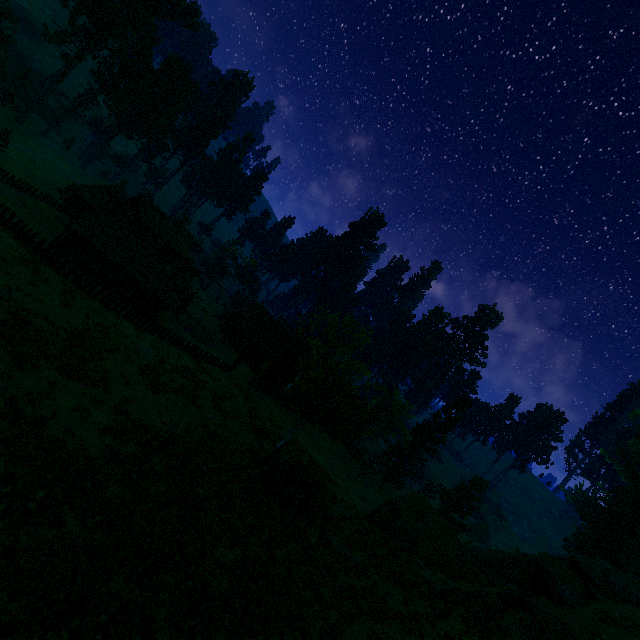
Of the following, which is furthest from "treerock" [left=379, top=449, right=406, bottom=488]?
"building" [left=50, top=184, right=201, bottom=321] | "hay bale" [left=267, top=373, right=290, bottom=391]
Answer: "hay bale" [left=267, top=373, right=290, bottom=391]

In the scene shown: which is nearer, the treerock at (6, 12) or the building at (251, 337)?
the treerock at (6, 12)

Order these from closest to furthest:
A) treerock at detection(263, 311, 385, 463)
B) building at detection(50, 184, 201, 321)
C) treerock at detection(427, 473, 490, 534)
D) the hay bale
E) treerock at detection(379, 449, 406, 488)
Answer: treerock at detection(263, 311, 385, 463)
building at detection(50, 184, 201, 321)
treerock at detection(427, 473, 490, 534)
the hay bale
treerock at detection(379, 449, 406, 488)

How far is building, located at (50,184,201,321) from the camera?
34.3m

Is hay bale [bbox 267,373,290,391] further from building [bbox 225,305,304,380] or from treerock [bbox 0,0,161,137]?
treerock [bbox 0,0,161,137]

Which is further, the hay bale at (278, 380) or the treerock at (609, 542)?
the treerock at (609, 542)

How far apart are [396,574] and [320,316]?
29.3m

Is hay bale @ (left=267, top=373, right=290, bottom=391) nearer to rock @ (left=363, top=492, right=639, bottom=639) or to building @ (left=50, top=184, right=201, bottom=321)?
building @ (left=50, top=184, right=201, bottom=321)
